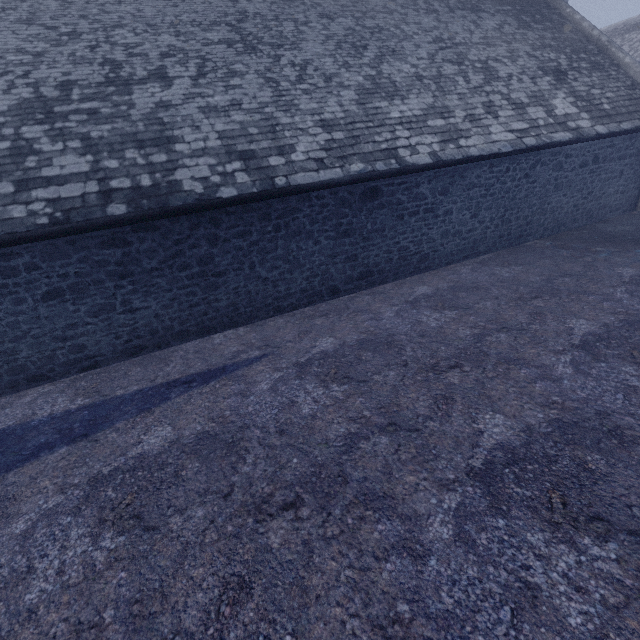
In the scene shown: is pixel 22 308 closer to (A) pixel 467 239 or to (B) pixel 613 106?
(A) pixel 467 239
